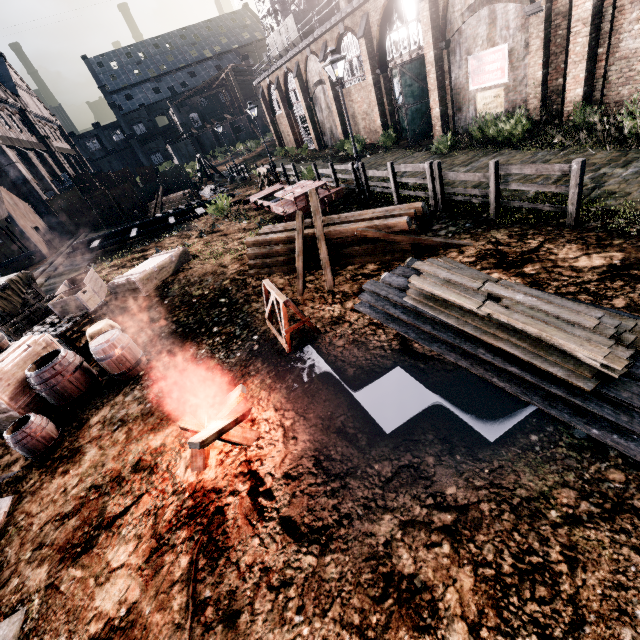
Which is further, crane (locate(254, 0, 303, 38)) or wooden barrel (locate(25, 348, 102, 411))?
crane (locate(254, 0, 303, 38))

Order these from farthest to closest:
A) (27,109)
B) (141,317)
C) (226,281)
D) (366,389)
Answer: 1. (27,109)
2. (226,281)
3. (141,317)
4. (366,389)

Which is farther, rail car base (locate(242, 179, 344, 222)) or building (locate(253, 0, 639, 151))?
rail car base (locate(242, 179, 344, 222))

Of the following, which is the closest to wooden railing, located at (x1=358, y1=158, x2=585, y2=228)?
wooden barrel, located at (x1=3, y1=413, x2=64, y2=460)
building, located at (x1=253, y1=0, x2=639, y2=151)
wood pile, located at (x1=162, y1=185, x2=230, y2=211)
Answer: building, located at (x1=253, y1=0, x2=639, y2=151)

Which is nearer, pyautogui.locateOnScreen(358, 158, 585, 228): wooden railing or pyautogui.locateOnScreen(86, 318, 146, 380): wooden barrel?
pyautogui.locateOnScreen(358, 158, 585, 228): wooden railing

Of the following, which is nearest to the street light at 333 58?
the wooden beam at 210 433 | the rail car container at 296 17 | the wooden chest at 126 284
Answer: the wooden chest at 126 284

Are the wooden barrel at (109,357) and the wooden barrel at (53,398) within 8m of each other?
yes

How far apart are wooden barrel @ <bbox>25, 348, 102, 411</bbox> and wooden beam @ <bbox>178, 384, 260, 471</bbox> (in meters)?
4.04
